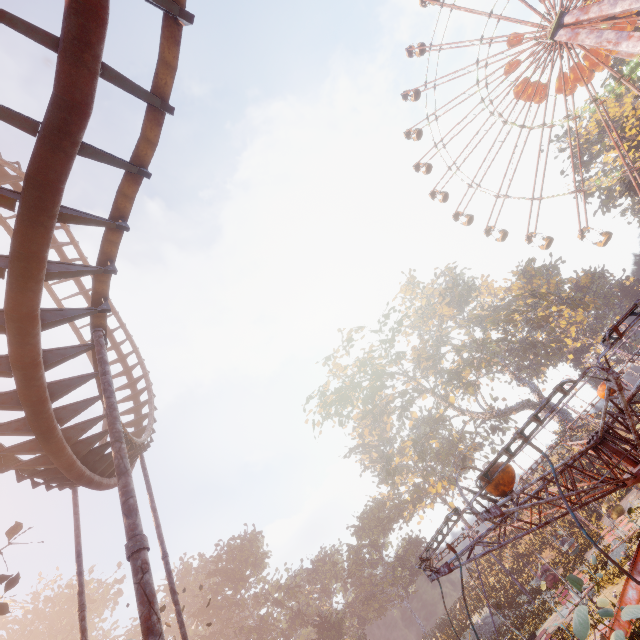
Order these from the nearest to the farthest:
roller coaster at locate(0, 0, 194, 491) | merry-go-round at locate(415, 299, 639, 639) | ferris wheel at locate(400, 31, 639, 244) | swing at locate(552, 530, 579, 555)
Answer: roller coaster at locate(0, 0, 194, 491) < merry-go-round at locate(415, 299, 639, 639) < swing at locate(552, 530, 579, 555) < ferris wheel at locate(400, 31, 639, 244)

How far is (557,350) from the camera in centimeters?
5334cm

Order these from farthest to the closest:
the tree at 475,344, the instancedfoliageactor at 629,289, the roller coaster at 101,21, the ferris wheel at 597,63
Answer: the instancedfoliageactor at 629,289
the tree at 475,344
the ferris wheel at 597,63
the roller coaster at 101,21

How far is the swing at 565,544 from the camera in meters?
21.3 m

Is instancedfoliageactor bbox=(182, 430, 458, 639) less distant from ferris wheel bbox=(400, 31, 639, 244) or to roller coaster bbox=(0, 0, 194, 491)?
roller coaster bbox=(0, 0, 194, 491)

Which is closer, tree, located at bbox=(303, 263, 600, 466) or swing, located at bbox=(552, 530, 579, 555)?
swing, located at bbox=(552, 530, 579, 555)

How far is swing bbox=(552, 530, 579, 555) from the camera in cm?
2133

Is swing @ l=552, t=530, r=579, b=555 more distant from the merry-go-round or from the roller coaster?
the roller coaster
